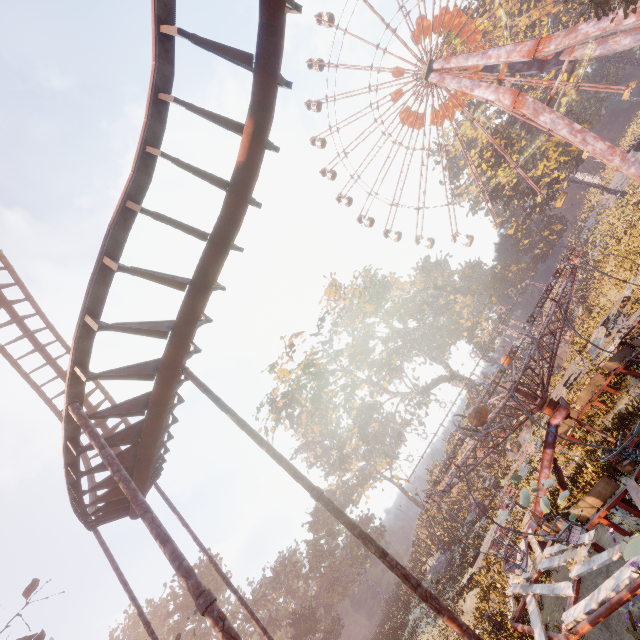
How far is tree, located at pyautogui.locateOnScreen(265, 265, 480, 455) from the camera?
37.69m

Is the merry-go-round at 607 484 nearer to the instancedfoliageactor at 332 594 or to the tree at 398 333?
the instancedfoliageactor at 332 594

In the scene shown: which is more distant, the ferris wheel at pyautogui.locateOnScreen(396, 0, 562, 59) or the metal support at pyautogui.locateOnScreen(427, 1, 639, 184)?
the ferris wheel at pyautogui.locateOnScreen(396, 0, 562, 59)

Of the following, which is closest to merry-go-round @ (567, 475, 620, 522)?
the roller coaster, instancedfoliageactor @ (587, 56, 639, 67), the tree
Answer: the roller coaster

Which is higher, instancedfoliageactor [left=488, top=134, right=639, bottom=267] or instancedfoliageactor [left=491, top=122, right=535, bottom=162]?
instancedfoliageactor [left=491, top=122, right=535, bottom=162]

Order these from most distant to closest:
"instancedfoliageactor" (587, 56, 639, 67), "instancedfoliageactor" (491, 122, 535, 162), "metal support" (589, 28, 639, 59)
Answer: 1. "instancedfoliageactor" (587, 56, 639, 67)
2. "instancedfoliageactor" (491, 122, 535, 162)
3. "metal support" (589, 28, 639, 59)

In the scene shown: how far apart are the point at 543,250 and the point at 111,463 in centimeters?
6927cm

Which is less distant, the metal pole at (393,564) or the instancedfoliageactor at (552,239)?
the metal pole at (393,564)
